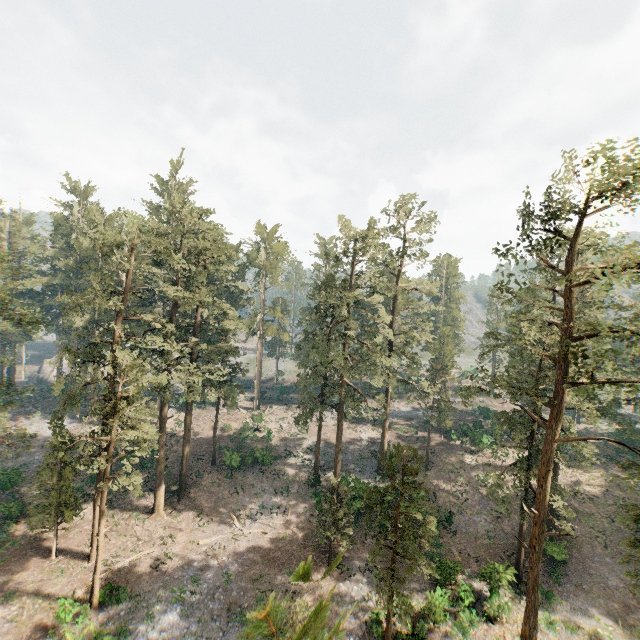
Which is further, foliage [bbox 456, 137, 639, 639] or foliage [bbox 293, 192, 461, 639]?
foliage [bbox 293, 192, 461, 639]

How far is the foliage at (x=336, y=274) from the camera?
34.8 meters

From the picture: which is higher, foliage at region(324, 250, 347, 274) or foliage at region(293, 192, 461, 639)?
foliage at region(324, 250, 347, 274)

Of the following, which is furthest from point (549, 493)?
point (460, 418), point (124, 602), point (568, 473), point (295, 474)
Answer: point (124, 602)

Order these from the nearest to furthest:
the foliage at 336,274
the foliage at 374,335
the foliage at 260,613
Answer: the foliage at 260,613 < the foliage at 374,335 < the foliage at 336,274

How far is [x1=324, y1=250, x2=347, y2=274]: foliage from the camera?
34.8m

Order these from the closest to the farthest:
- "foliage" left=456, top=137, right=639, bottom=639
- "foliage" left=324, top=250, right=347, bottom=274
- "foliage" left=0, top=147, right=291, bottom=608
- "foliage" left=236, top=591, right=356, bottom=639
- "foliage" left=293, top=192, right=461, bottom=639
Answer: "foliage" left=236, top=591, right=356, bottom=639, "foliage" left=456, top=137, right=639, bottom=639, "foliage" left=293, top=192, right=461, bottom=639, "foliage" left=0, top=147, right=291, bottom=608, "foliage" left=324, top=250, right=347, bottom=274
